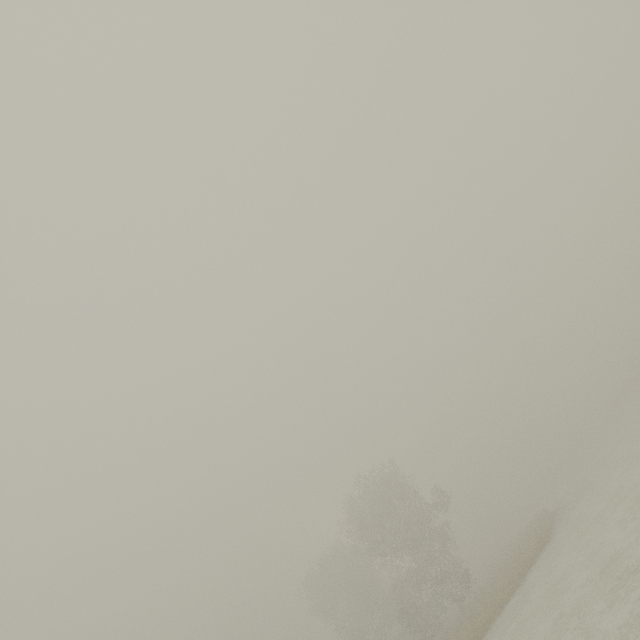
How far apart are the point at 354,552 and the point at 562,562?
24.3m
